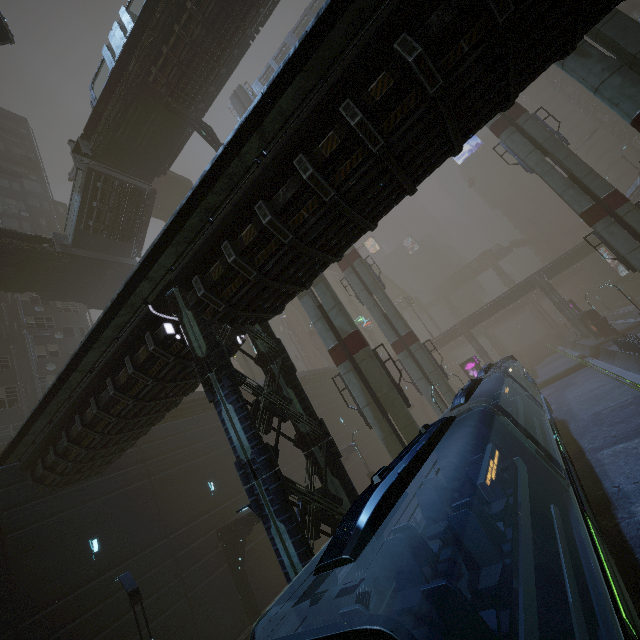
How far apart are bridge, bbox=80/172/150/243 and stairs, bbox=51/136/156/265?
0.0 meters

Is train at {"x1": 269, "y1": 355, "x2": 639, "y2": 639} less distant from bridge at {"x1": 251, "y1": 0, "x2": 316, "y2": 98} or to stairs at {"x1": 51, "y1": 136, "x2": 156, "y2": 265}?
stairs at {"x1": 51, "y1": 136, "x2": 156, "y2": 265}

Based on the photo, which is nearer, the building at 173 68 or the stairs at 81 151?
the building at 173 68

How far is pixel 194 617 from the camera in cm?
1579

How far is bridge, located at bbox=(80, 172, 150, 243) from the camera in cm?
2230

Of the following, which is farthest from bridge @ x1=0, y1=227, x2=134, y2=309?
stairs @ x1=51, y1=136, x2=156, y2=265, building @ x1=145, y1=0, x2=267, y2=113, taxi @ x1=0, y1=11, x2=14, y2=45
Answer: taxi @ x1=0, y1=11, x2=14, y2=45

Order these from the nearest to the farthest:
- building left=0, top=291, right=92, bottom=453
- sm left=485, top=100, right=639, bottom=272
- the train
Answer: the train → sm left=485, top=100, right=639, bottom=272 → building left=0, top=291, right=92, bottom=453

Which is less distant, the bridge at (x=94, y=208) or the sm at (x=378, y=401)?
the sm at (x=378, y=401)
